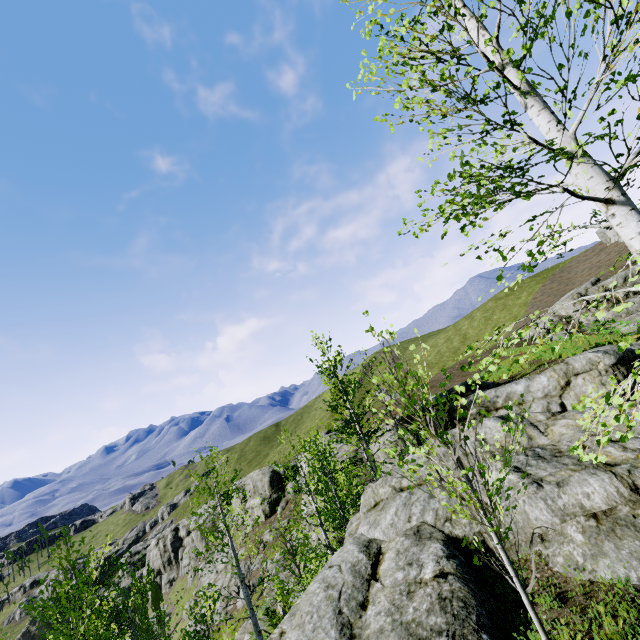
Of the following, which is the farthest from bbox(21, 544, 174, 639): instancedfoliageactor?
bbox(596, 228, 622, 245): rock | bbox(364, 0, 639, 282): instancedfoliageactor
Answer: bbox(364, 0, 639, 282): instancedfoliageactor

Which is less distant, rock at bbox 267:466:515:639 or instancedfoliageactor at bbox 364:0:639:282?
instancedfoliageactor at bbox 364:0:639:282

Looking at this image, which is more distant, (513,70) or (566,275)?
(566,275)

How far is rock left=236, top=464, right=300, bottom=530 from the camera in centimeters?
4934cm

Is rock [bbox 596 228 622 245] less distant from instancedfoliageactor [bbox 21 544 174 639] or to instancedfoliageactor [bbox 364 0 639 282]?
instancedfoliageactor [bbox 21 544 174 639]

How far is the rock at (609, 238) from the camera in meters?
54.8

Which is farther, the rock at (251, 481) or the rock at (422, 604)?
the rock at (251, 481)
